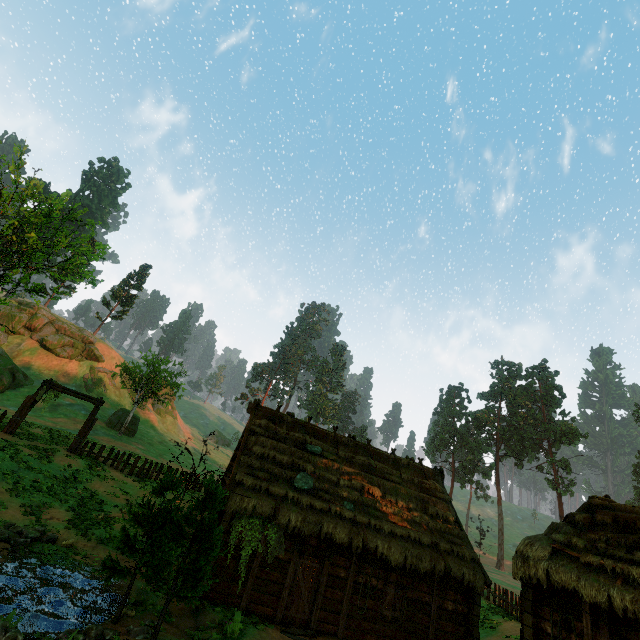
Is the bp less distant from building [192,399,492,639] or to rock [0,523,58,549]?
building [192,399,492,639]

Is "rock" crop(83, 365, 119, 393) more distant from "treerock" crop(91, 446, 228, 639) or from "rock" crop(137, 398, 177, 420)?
"treerock" crop(91, 446, 228, 639)

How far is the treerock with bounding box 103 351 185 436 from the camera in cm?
3694

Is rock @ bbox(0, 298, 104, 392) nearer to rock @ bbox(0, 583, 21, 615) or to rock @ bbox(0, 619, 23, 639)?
rock @ bbox(0, 583, 21, 615)

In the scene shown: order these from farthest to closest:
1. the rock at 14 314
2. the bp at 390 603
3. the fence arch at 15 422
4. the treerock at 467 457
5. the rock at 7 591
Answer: the treerock at 467 457 → the rock at 14 314 → the fence arch at 15 422 → the bp at 390 603 → the rock at 7 591

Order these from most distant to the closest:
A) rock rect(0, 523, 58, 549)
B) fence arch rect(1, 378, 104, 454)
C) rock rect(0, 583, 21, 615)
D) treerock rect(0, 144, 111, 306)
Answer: fence arch rect(1, 378, 104, 454)
treerock rect(0, 144, 111, 306)
rock rect(0, 523, 58, 549)
rock rect(0, 583, 21, 615)

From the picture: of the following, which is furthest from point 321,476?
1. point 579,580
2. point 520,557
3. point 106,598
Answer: point 579,580

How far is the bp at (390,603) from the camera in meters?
13.2 m
